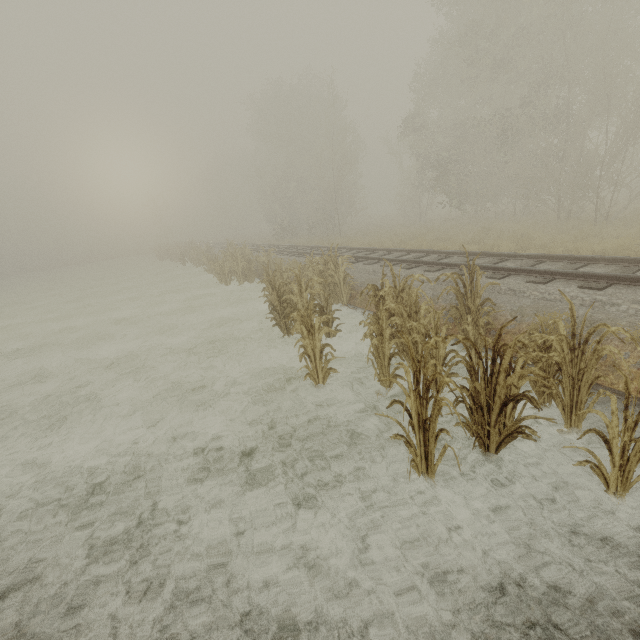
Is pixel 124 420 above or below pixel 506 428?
below
